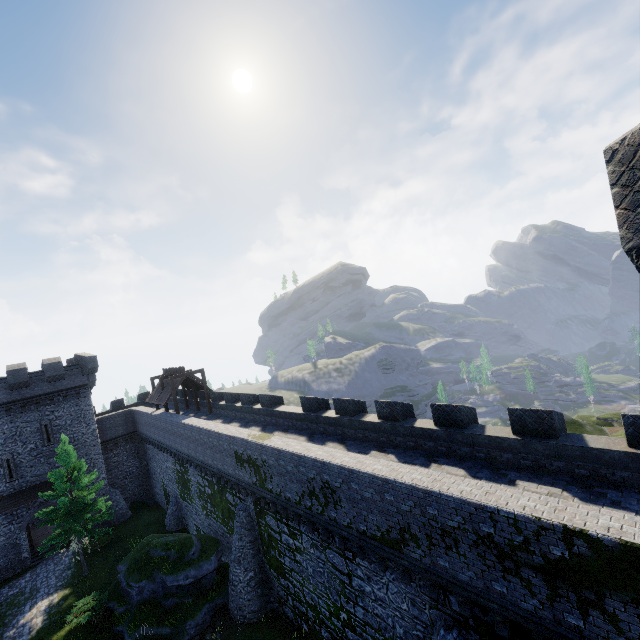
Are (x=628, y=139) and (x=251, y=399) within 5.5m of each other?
no

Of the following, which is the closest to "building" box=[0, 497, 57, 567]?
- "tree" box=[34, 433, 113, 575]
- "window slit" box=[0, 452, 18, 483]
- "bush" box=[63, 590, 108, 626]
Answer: "window slit" box=[0, 452, 18, 483]

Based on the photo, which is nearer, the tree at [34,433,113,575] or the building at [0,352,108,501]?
the tree at [34,433,113,575]

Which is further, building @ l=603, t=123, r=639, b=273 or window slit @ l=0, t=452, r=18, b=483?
window slit @ l=0, t=452, r=18, b=483

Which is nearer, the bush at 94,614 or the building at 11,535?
the bush at 94,614

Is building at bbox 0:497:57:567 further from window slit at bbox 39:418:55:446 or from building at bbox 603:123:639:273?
building at bbox 603:123:639:273

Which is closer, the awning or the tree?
the tree

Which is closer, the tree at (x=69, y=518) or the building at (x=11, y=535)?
the tree at (x=69, y=518)
